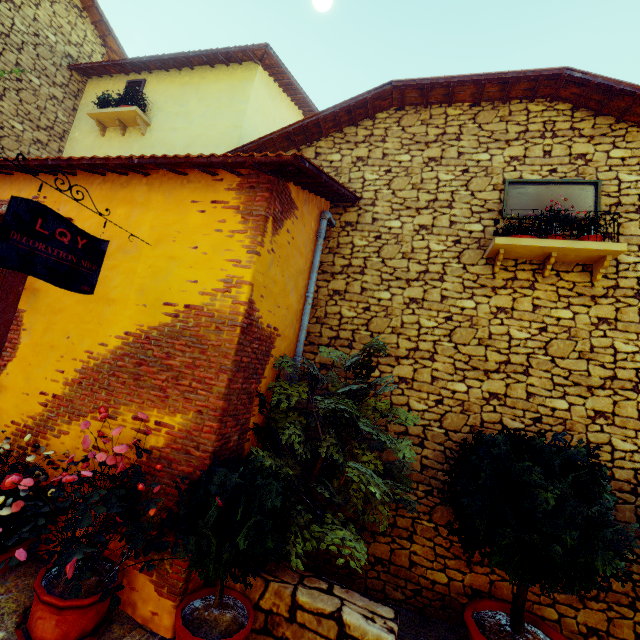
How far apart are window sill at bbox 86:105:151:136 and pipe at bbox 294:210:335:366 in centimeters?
566cm

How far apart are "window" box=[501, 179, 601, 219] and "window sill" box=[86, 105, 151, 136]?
7.9m

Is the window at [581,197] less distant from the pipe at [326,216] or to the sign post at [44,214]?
the pipe at [326,216]

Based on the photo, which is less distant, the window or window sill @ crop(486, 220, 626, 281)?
window sill @ crop(486, 220, 626, 281)

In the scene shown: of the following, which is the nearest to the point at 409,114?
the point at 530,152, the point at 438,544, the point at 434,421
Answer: the point at 530,152

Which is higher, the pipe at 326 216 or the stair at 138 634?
the pipe at 326 216

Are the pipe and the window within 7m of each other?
yes

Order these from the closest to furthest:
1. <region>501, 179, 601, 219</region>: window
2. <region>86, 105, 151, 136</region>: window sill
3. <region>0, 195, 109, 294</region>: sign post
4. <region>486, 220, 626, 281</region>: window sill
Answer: A:
<region>0, 195, 109, 294</region>: sign post
<region>486, 220, 626, 281</region>: window sill
<region>501, 179, 601, 219</region>: window
<region>86, 105, 151, 136</region>: window sill
